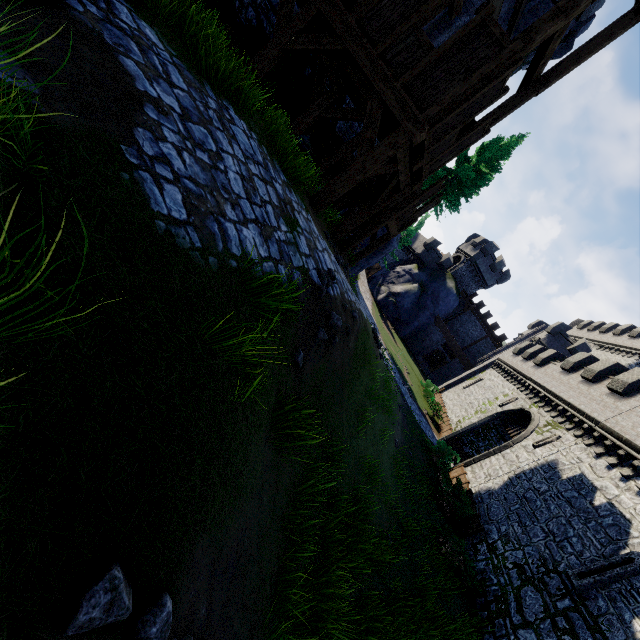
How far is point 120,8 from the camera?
3.5m

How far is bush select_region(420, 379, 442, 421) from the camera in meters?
27.3

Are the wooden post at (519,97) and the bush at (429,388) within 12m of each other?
no

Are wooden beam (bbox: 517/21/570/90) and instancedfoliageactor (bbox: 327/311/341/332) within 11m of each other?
yes

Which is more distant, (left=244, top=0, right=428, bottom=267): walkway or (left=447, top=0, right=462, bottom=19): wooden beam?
(left=447, top=0, right=462, bottom=19): wooden beam

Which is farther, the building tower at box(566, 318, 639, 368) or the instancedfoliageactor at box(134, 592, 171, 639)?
the building tower at box(566, 318, 639, 368)

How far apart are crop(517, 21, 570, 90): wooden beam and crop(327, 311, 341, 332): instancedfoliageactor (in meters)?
7.73

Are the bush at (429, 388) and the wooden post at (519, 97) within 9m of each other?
no
